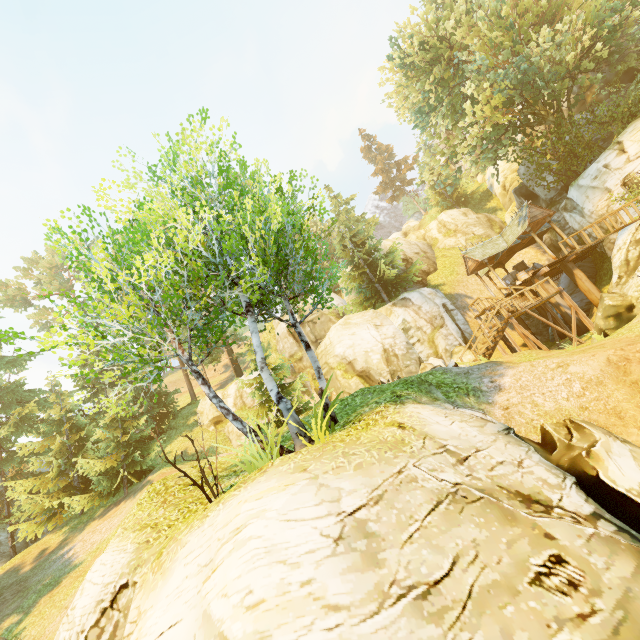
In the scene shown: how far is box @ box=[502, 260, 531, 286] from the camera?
23.2m

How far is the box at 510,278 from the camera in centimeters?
2319cm

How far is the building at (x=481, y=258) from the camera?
20.9m

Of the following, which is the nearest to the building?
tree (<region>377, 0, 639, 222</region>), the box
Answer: the box

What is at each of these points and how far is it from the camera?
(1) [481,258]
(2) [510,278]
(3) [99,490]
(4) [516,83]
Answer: (1) building, 22.6m
(2) box, 23.3m
(3) tree, 20.1m
(4) tree, 19.3m

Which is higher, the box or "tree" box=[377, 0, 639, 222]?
"tree" box=[377, 0, 639, 222]

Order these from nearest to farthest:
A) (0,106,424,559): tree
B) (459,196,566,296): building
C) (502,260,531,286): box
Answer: (0,106,424,559): tree
(459,196,566,296): building
(502,260,531,286): box
